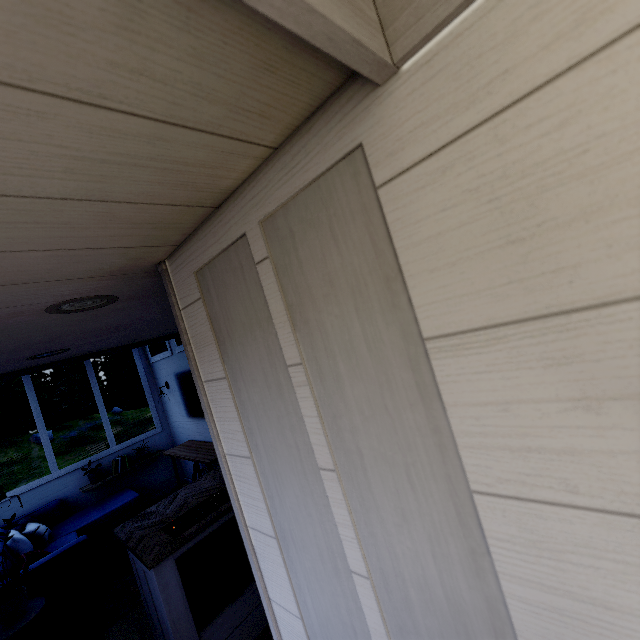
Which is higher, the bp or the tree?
the bp

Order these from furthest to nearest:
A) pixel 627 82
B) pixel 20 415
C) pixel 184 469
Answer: pixel 20 415
pixel 184 469
pixel 627 82

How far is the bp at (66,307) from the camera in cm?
104

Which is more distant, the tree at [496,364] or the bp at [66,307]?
the bp at [66,307]

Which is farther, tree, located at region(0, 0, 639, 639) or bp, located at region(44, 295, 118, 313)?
bp, located at region(44, 295, 118, 313)

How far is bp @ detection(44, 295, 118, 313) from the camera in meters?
1.0
